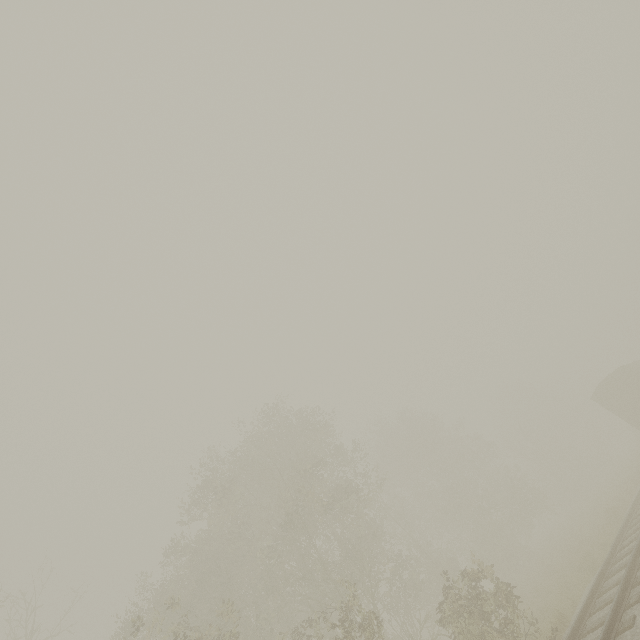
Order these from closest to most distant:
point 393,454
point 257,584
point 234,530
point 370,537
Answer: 1. point 257,584
2. point 234,530
3. point 370,537
4. point 393,454

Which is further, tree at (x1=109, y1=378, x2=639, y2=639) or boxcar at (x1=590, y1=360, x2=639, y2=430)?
boxcar at (x1=590, y1=360, x2=639, y2=430)

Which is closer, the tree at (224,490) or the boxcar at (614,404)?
the tree at (224,490)
